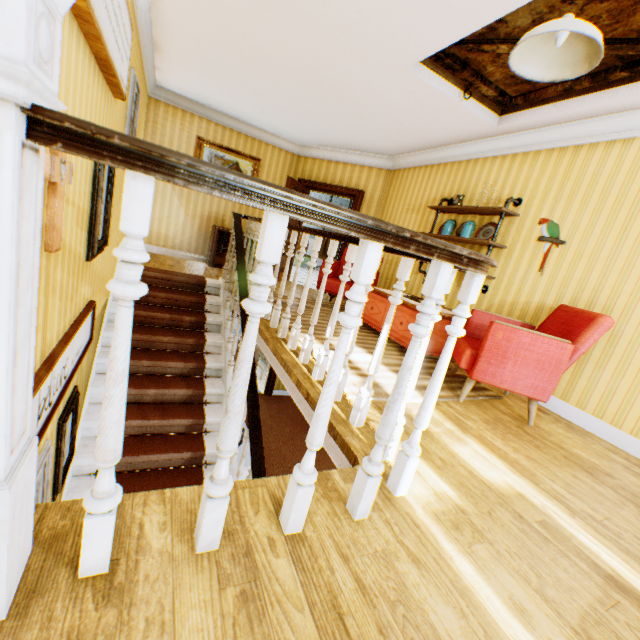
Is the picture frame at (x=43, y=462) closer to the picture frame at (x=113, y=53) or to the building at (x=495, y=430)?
the building at (x=495, y=430)

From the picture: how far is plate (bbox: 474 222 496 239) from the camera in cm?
453

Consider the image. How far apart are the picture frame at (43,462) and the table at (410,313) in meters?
3.6 m

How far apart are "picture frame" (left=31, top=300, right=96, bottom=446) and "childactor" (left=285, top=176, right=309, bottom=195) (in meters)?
4.13

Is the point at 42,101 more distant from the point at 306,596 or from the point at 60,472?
the point at 60,472

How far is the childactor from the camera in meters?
6.6 m

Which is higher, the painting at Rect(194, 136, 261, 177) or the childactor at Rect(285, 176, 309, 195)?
the painting at Rect(194, 136, 261, 177)

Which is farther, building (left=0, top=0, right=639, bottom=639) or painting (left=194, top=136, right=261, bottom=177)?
painting (left=194, top=136, right=261, bottom=177)
